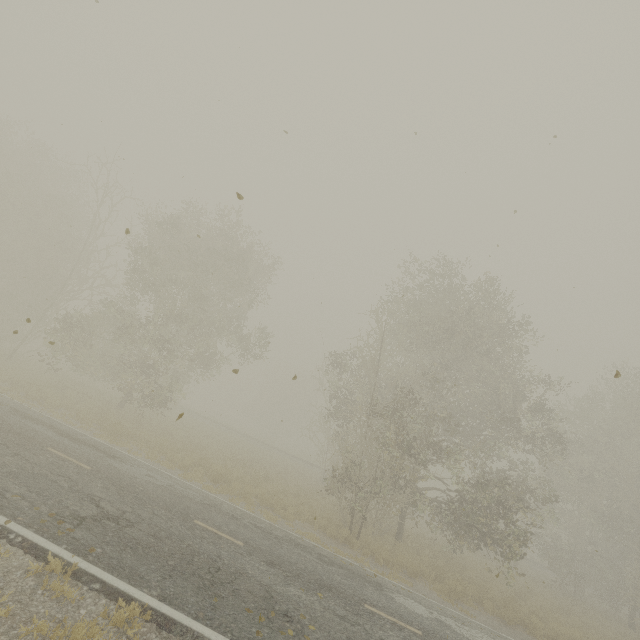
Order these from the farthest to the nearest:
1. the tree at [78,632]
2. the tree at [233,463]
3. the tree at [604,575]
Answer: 1. the tree at [233,463]
2. the tree at [604,575]
3. the tree at [78,632]

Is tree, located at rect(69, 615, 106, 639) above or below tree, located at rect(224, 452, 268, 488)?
below

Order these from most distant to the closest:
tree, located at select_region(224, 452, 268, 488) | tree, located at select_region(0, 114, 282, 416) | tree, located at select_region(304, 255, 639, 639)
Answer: tree, located at select_region(0, 114, 282, 416), tree, located at select_region(224, 452, 268, 488), tree, located at select_region(304, 255, 639, 639)

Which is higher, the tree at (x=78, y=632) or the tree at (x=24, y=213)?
the tree at (x=24, y=213)

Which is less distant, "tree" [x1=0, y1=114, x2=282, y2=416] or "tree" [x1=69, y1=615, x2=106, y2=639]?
"tree" [x1=69, y1=615, x2=106, y2=639]

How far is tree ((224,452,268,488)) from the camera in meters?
16.9

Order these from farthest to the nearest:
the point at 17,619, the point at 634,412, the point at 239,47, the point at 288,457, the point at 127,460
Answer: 1. the point at 288,457
2. the point at 634,412
3. the point at 127,460
4. the point at 239,47
5. the point at 17,619
